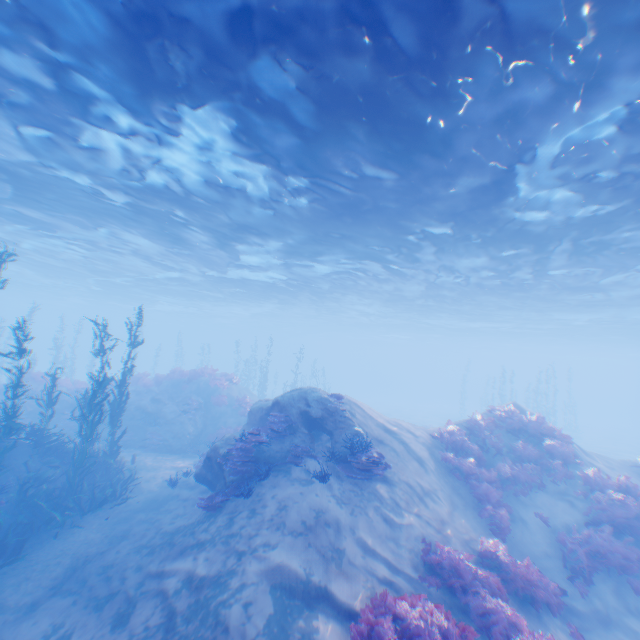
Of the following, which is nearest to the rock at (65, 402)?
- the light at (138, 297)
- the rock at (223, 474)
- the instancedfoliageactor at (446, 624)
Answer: the rock at (223, 474)

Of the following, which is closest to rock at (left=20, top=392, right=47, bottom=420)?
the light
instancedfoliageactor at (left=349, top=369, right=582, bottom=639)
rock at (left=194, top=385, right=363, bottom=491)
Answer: rock at (left=194, top=385, right=363, bottom=491)

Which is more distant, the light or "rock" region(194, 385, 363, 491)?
"rock" region(194, 385, 363, 491)

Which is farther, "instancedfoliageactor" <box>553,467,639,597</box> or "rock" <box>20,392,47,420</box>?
"rock" <box>20,392,47,420</box>

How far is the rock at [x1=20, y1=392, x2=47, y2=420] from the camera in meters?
19.3

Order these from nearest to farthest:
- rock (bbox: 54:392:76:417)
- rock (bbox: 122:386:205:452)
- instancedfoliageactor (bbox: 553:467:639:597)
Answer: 1. instancedfoliageactor (bbox: 553:467:639:597)
2. rock (bbox: 122:386:205:452)
3. rock (bbox: 54:392:76:417)

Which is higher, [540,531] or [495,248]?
[495,248]
